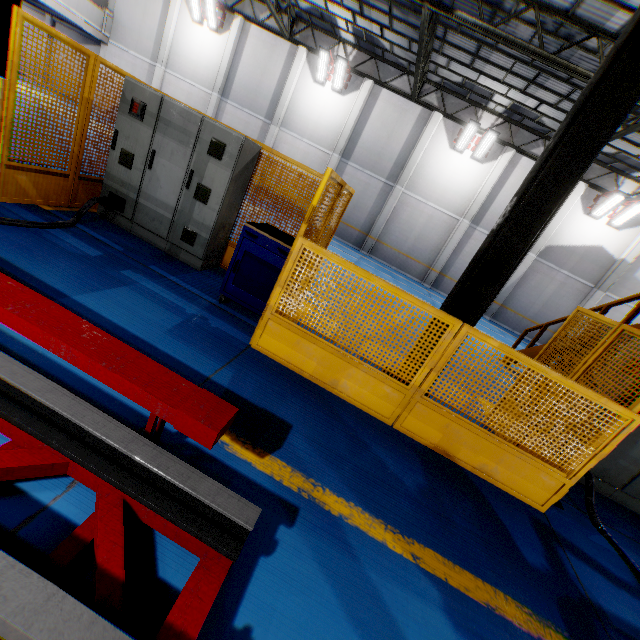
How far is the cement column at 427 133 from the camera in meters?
16.7 m

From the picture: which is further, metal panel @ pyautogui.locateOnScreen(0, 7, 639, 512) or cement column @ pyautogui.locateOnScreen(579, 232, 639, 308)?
cement column @ pyautogui.locateOnScreen(579, 232, 639, 308)

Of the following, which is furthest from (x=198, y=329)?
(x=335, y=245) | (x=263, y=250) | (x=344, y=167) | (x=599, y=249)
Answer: (x=599, y=249)

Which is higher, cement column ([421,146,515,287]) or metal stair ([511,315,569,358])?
cement column ([421,146,515,287])

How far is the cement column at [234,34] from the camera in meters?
17.5

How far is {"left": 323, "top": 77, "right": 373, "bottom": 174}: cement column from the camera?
16.9 meters

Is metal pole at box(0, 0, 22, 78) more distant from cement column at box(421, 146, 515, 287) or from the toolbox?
cement column at box(421, 146, 515, 287)

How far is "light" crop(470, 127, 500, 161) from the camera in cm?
1541
